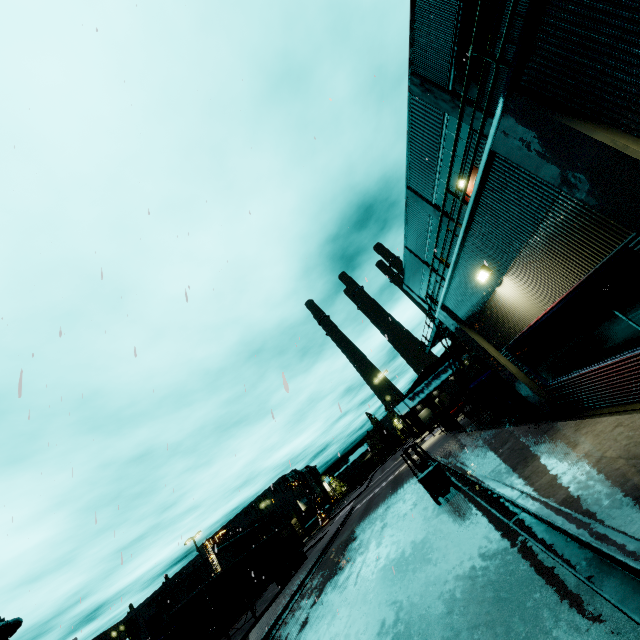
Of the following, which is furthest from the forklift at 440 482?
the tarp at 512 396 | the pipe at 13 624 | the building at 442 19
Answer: the pipe at 13 624

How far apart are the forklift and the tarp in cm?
328

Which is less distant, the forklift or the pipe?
the forklift

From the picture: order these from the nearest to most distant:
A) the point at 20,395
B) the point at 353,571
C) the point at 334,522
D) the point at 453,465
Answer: the point at 20,395
the point at 353,571
the point at 453,465
the point at 334,522

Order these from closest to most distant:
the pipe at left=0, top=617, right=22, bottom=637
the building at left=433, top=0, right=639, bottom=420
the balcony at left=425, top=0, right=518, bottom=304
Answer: the building at left=433, top=0, right=639, bottom=420 → the balcony at left=425, top=0, right=518, bottom=304 → the pipe at left=0, top=617, right=22, bottom=637

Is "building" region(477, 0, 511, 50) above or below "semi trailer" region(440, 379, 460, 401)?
above

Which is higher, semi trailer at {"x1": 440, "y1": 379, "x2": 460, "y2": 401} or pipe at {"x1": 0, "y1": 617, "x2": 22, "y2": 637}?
pipe at {"x1": 0, "y1": 617, "x2": 22, "y2": 637}

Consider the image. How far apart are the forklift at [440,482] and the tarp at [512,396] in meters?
3.3 m
